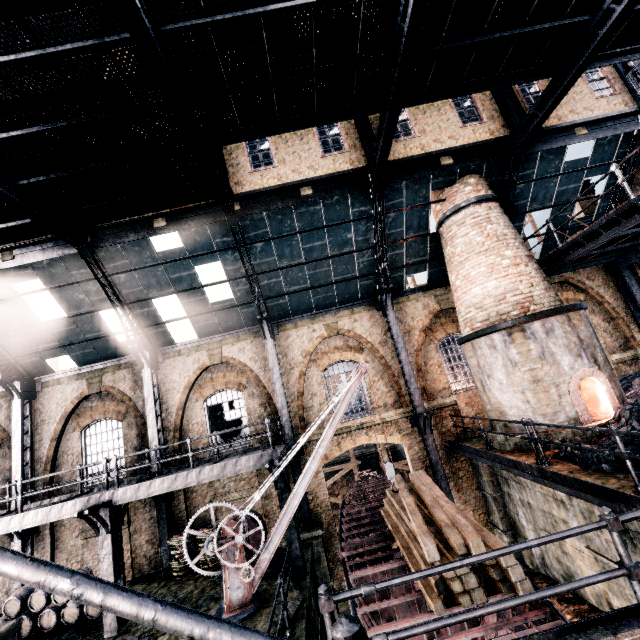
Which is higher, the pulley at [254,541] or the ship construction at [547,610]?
the pulley at [254,541]

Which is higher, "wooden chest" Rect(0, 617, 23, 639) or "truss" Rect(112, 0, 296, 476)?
"truss" Rect(112, 0, 296, 476)

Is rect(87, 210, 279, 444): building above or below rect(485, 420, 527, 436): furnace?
above

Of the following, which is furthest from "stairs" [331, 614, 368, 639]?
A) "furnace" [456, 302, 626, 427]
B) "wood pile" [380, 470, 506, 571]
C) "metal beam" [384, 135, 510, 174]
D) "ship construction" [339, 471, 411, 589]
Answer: "metal beam" [384, 135, 510, 174]

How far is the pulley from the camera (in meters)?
11.22

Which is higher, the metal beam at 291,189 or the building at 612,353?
the metal beam at 291,189

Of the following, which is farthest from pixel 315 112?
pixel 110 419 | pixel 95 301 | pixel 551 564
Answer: pixel 551 564

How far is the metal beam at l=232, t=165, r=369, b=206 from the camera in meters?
12.7
